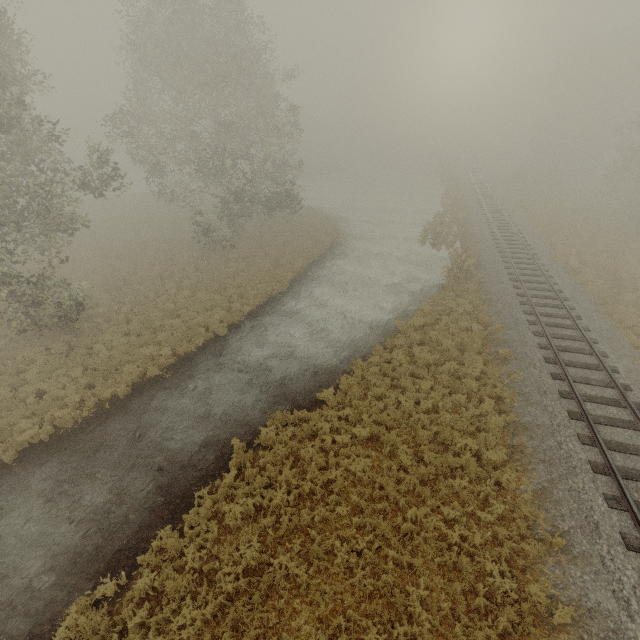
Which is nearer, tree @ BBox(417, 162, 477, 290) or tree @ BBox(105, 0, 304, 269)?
tree @ BBox(105, 0, 304, 269)

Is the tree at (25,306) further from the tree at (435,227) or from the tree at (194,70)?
the tree at (435,227)

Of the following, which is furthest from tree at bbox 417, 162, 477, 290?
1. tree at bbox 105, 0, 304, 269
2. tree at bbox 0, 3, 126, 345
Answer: tree at bbox 0, 3, 126, 345

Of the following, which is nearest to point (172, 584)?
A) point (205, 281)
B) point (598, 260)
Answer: point (205, 281)

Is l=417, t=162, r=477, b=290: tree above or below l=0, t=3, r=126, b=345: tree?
below

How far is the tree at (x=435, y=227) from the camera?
20.5m

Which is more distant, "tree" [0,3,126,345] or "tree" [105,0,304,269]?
"tree" [105,0,304,269]

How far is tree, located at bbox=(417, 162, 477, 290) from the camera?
20.5 meters
